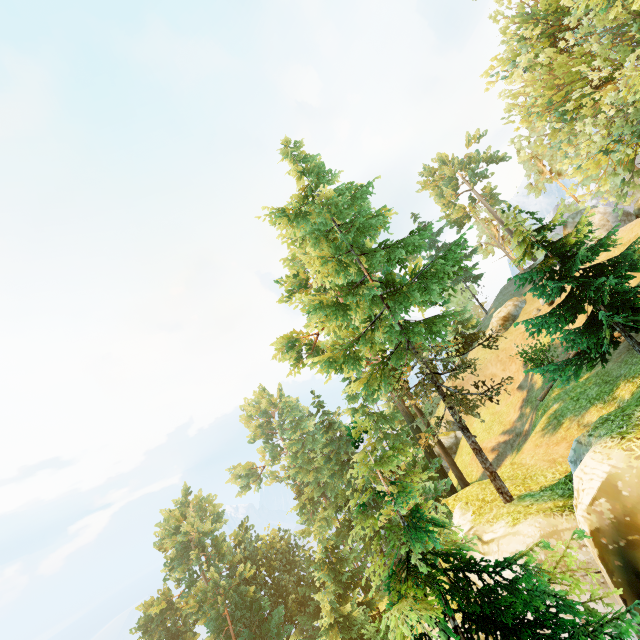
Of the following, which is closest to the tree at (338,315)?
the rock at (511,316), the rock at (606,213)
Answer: the rock at (606,213)

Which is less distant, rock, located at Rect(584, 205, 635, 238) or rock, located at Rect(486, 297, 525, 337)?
rock, located at Rect(584, 205, 635, 238)

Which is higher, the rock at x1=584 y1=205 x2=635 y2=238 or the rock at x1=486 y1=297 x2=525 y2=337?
the rock at x1=584 y1=205 x2=635 y2=238

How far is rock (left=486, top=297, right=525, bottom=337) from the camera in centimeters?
3519cm

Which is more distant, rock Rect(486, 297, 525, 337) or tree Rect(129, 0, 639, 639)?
rock Rect(486, 297, 525, 337)

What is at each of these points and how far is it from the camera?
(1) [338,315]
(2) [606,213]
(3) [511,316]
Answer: (1) tree, 13.1 meters
(2) rock, 30.8 meters
(3) rock, 35.2 meters

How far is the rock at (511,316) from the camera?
35.2m

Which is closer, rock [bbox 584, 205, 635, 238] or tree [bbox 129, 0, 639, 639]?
tree [bbox 129, 0, 639, 639]
